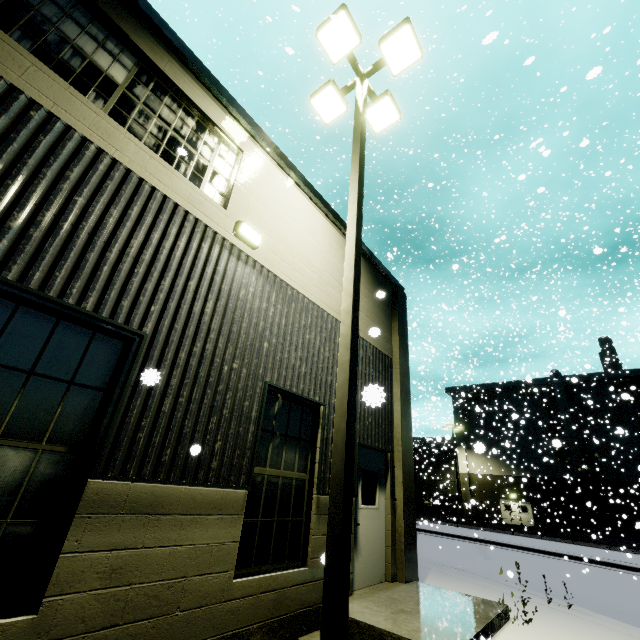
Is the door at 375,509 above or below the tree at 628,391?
below

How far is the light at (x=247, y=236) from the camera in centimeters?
521cm

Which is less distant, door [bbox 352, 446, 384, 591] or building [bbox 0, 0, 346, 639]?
building [bbox 0, 0, 346, 639]

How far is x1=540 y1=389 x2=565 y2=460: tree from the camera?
7.3 meters

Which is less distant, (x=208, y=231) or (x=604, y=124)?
(x=208, y=231)

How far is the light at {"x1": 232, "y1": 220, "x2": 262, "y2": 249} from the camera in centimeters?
521cm

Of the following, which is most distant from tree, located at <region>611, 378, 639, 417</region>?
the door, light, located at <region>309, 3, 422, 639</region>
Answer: light, located at <region>309, 3, 422, 639</region>

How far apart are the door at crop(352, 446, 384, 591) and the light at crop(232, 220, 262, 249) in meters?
4.4 m
